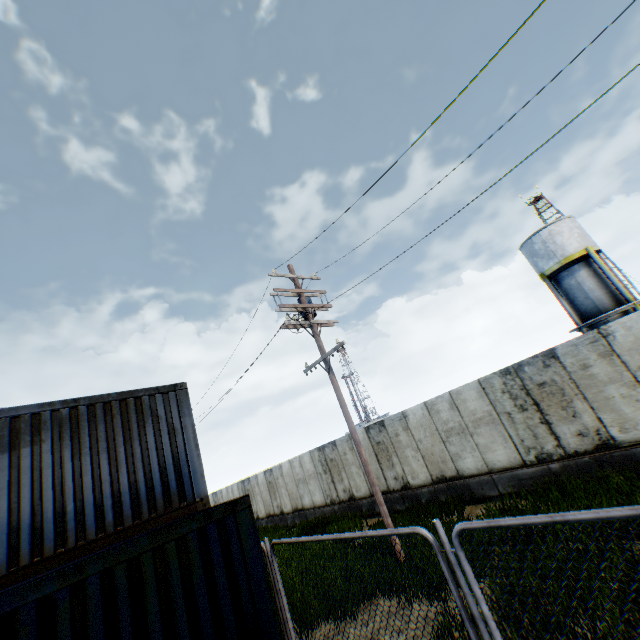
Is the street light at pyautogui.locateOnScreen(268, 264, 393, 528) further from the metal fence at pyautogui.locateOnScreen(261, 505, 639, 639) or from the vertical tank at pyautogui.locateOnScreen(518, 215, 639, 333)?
the vertical tank at pyautogui.locateOnScreen(518, 215, 639, 333)

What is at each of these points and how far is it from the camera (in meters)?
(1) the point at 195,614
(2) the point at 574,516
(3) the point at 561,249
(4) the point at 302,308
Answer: (1) storage container, 4.33
(2) metal fence, 2.29
(3) vertical tank, 23.47
(4) street light, 11.16

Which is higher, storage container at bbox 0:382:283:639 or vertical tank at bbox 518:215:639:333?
vertical tank at bbox 518:215:639:333

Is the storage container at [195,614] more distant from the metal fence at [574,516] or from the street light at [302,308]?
the street light at [302,308]

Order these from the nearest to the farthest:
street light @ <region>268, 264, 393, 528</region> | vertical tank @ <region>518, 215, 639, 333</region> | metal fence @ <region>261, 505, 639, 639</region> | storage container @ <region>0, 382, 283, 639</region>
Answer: metal fence @ <region>261, 505, 639, 639</region> < storage container @ <region>0, 382, 283, 639</region> < street light @ <region>268, 264, 393, 528</region> < vertical tank @ <region>518, 215, 639, 333</region>

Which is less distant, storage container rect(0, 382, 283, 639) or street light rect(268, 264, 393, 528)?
storage container rect(0, 382, 283, 639)

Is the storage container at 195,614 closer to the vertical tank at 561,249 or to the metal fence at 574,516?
the metal fence at 574,516

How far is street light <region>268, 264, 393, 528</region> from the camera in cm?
921
